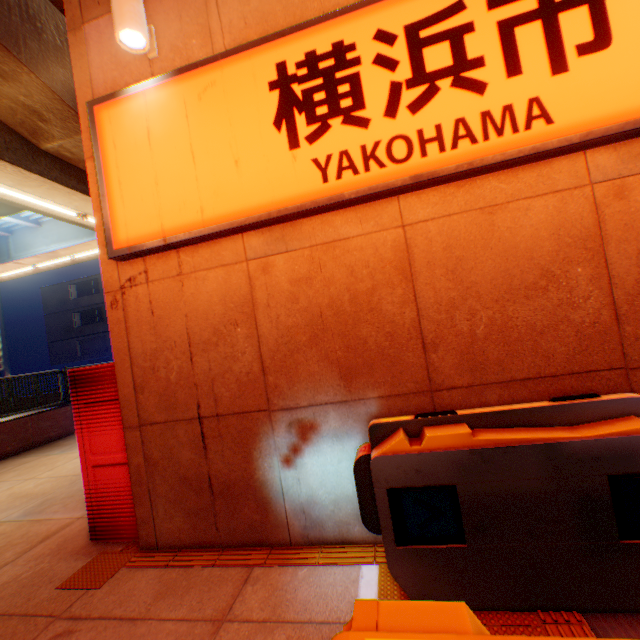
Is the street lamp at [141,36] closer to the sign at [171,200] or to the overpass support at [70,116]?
the sign at [171,200]

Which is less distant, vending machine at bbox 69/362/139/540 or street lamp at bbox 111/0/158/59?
street lamp at bbox 111/0/158/59

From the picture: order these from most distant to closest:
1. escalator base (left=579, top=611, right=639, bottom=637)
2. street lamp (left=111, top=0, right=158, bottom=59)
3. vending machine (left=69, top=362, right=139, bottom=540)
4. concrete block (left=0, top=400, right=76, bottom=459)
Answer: concrete block (left=0, top=400, right=76, bottom=459)
vending machine (left=69, top=362, right=139, bottom=540)
street lamp (left=111, top=0, right=158, bottom=59)
escalator base (left=579, top=611, right=639, bottom=637)

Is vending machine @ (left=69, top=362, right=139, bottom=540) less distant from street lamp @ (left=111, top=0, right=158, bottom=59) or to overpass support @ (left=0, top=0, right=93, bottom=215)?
street lamp @ (left=111, top=0, right=158, bottom=59)

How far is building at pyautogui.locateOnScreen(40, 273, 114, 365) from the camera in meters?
32.9

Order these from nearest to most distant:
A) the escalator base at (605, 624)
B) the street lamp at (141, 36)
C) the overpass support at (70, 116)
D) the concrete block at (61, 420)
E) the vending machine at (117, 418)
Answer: the escalator base at (605, 624) < the street lamp at (141, 36) < the vending machine at (117, 418) < the overpass support at (70, 116) < the concrete block at (61, 420)

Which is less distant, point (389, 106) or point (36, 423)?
point (389, 106)

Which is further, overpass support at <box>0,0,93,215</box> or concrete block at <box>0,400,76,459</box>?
concrete block at <box>0,400,76,459</box>
